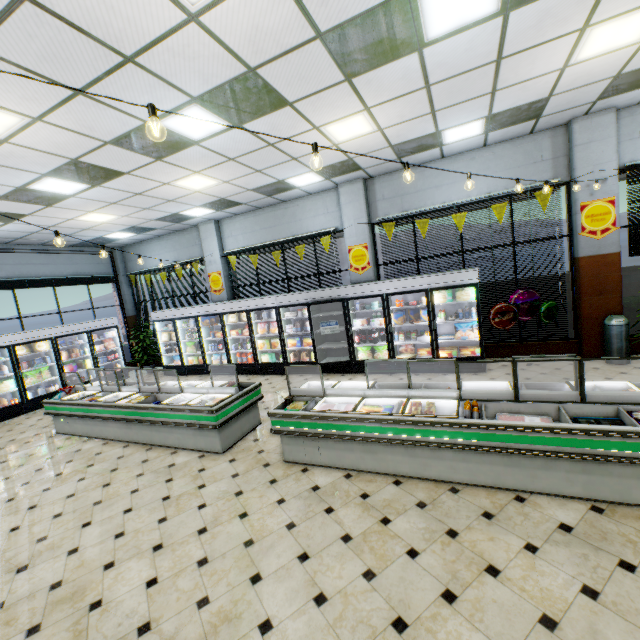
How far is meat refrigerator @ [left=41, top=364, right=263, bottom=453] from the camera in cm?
517

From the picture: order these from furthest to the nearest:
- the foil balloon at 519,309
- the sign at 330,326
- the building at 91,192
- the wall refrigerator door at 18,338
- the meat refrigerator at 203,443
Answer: the wall refrigerator door at 18,338 → the sign at 330,326 → the foil balloon at 519,309 → the meat refrigerator at 203,443 → the building at 91,192

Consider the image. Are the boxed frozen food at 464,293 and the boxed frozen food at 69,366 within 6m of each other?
no

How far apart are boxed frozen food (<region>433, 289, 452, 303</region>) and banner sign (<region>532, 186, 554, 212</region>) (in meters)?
1.86

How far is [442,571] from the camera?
2.6m

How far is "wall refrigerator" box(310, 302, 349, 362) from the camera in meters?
8.7 m

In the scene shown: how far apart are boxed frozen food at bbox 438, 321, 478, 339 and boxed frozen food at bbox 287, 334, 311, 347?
3.7m

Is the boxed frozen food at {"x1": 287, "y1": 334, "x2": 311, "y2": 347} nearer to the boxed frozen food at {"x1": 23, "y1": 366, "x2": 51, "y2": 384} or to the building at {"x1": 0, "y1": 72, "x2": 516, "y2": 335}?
the building at {"x1": 0, "y1": 72, "x2": 516, "y2": 335}
